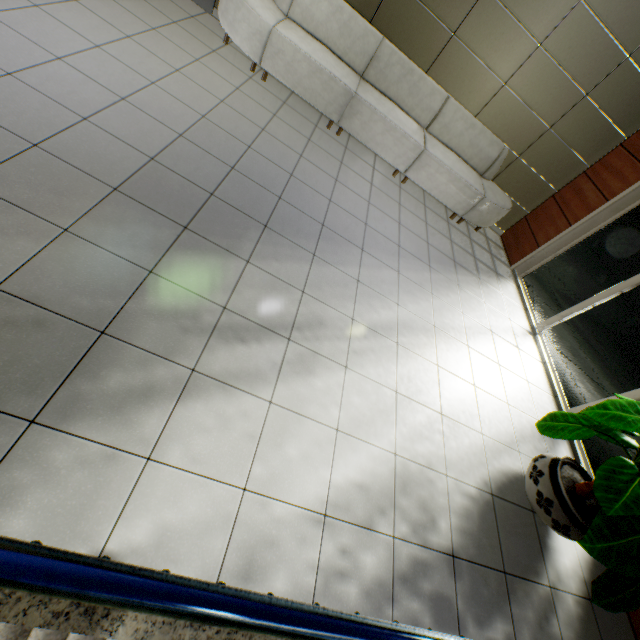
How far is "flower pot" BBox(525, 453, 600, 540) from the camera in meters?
2.4 m

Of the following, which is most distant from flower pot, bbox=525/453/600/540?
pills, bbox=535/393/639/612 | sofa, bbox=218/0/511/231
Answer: sofa, bbox=218/0/511/231

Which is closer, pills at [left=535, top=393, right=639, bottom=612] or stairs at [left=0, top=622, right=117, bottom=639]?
pills at [left=535, top=393, right=639, bottom=612]

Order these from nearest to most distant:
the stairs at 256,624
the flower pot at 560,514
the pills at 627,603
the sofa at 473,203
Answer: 1. the stairs at 256,624
2. the pills at 627,603
3. the flower pot at 560,514
4. the sofa at 473,203

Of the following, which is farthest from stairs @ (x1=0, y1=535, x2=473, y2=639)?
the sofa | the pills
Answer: the sofa

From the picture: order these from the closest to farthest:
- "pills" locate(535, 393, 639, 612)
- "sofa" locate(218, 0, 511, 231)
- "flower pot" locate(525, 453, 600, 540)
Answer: "pills" locate(535, 393, 639, 612), "flower pot" locate(525, 453, 600, 540), "sofa" locate(218, 0, 511, 231)

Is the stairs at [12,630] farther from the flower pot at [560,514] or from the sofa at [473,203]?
the sofa at [473,203]

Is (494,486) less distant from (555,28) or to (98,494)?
(98,494)
